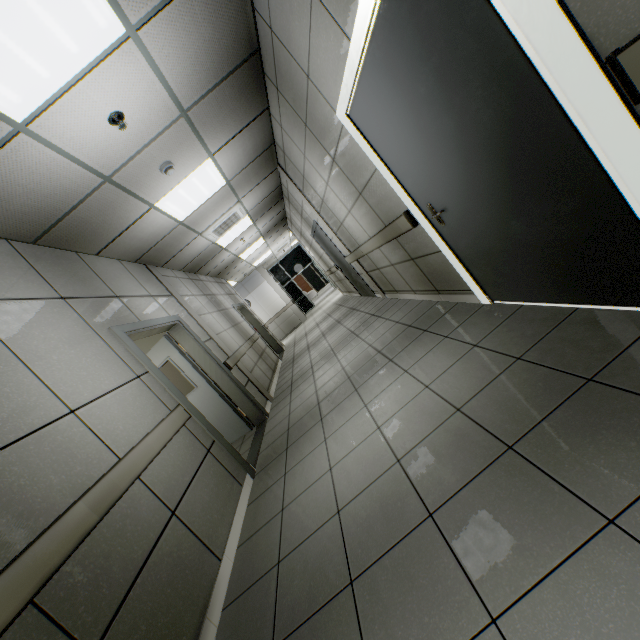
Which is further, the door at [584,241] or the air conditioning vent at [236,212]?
the air conditioning vent at [236,212]

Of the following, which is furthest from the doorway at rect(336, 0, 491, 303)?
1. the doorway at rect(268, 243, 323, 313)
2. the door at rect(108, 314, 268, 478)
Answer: the doorway at rect(268, 243, 323, 313)

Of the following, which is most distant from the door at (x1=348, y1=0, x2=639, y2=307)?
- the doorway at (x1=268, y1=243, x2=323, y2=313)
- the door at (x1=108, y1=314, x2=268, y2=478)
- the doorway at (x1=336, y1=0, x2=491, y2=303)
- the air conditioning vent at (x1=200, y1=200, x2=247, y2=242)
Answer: the doorway at (x1=268, y1=243, x2=323, y2=313)

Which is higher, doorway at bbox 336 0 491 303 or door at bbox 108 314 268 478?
doorway at bbox 336 0 491 303

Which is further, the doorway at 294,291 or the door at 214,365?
the doorway at 294,291

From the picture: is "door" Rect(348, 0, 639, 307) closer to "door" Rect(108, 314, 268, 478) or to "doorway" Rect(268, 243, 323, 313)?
"door" Rect(108, 314, 268, 478)

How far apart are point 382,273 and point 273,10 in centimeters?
363cm

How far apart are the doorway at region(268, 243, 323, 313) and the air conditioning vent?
10.87m
